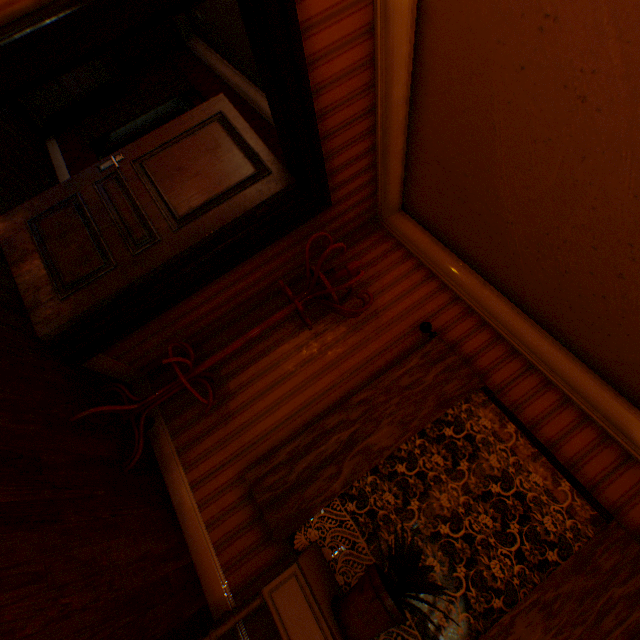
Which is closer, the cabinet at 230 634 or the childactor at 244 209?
the cabinet at 230 634

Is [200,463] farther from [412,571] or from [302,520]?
[412,571]

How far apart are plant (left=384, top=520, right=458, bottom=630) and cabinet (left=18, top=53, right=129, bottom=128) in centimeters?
706cm

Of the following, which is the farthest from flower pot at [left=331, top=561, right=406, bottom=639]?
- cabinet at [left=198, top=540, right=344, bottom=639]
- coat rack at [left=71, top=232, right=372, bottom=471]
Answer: coat rack at [left=71, top=232, right=372, bottom=471]

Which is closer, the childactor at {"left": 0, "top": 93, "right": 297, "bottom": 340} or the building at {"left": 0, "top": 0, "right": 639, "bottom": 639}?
the building at {"left": 0, "top": 0, "right": 639, "bottom": 639}

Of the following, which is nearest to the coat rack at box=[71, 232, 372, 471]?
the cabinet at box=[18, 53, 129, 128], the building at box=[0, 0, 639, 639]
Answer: the building at box=[0, 0, 639, 639]

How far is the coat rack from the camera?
2.3 meters

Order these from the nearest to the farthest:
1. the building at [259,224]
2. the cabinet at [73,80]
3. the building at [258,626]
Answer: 1. the building at [259,224]
2. the building at [258,626]
3. the cabinet at [73,80]
